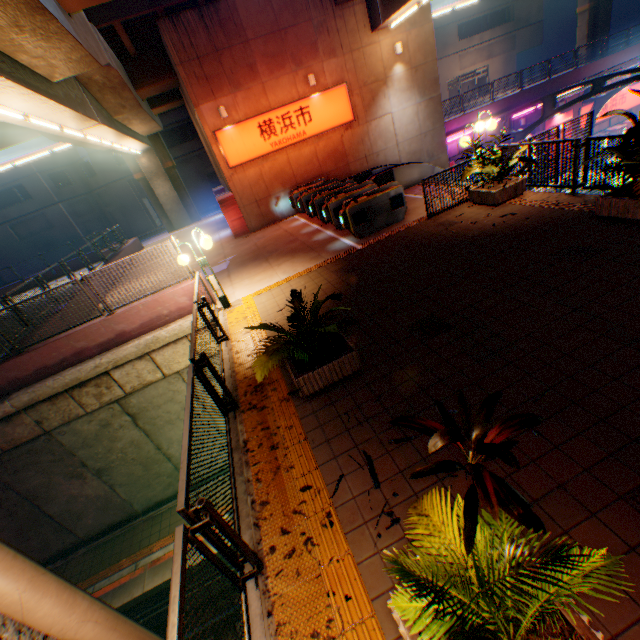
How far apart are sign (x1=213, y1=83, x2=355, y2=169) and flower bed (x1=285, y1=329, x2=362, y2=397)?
12.6m

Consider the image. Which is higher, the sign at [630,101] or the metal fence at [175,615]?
the metal fence at [175,615]

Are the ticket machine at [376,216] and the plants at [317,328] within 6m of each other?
no

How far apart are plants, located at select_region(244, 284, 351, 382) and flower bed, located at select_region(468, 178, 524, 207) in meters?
6.3 m

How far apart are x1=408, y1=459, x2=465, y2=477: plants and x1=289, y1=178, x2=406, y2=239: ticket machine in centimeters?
1025cm

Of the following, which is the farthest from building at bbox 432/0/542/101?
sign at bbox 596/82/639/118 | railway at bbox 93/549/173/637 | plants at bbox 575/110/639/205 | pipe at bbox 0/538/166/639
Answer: pipe at bbox 0/538/166/639

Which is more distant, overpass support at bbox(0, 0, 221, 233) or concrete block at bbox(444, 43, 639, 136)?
concrete block at bbox(444, 43, 639, 136)

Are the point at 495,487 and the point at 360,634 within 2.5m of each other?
yes
